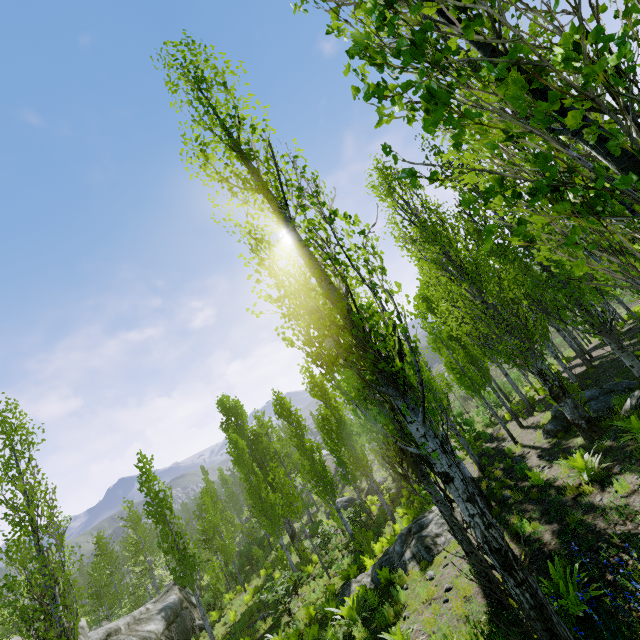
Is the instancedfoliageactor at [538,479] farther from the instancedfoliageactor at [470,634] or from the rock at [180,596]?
the rock at [180,596]

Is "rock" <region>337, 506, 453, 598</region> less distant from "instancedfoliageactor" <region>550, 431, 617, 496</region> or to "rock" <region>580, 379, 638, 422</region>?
"instancedfoliageactor" <region>550, 431, 617, 496</region>

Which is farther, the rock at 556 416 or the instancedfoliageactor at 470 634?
the rock at 556 416

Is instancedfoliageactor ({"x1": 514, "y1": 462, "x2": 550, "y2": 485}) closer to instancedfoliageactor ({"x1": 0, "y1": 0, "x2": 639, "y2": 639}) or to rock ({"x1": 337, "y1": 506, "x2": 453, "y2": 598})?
instancedfoliageactor ({"x1": 0, "y1": 0, "x2": 639, "y2": 639})

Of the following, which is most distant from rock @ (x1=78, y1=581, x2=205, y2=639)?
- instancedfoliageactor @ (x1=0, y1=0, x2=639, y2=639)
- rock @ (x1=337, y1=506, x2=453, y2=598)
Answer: rock @ (x1=337, y1=506, x2=453, y2=598)

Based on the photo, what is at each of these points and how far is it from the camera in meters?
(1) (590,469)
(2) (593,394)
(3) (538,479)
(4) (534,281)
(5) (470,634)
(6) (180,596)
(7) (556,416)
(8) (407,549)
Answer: (1) instancedfoliageactor, 7.5 m
(2) rock, 12.4 m
(3) instancedfoliageactor, 9.4 m
(4) instancedfoliageactor, 8.4 m
(5) instancedfoliageactor, 5.5 m
(6) rock, 23.1 m
(7) rock, 13.1 m
(8) rock, 11.6 m

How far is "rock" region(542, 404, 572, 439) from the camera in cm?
1228

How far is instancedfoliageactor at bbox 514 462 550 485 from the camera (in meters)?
Result: 9.43
